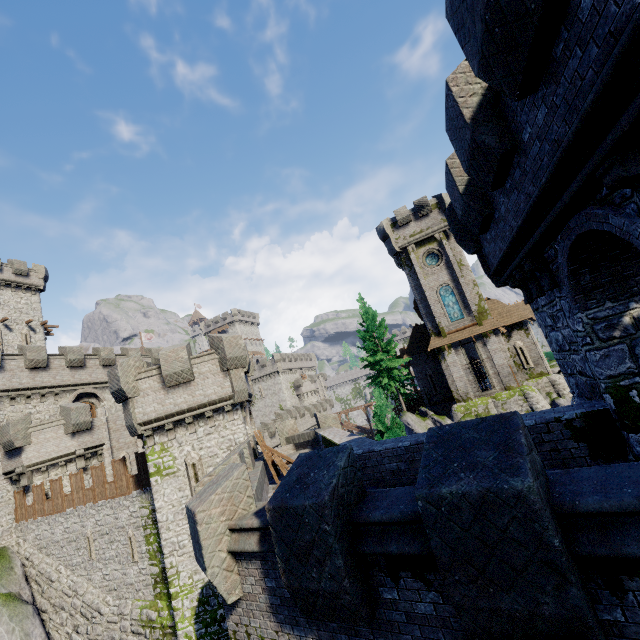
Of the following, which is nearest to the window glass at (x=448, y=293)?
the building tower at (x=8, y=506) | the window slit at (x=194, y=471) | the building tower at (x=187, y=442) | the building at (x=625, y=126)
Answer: the building tower at (x=187, y=442)

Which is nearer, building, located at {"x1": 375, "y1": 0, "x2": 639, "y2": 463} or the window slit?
building, located at {"x1": 375, "y1": 0, "x2": 639, "y2": 463}

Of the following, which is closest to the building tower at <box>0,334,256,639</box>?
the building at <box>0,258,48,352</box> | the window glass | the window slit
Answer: the window slit

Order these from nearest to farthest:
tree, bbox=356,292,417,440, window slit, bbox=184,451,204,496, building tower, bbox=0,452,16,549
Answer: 1. window slit, bbox=184,451,204,496
2. building tower, bbox=0,452,16,549
3. tree, bbox=356,292,417,440

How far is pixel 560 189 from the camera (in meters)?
4.67

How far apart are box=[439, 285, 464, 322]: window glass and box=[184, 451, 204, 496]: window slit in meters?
25.2

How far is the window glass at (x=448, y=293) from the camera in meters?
31.5

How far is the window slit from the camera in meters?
15.8
